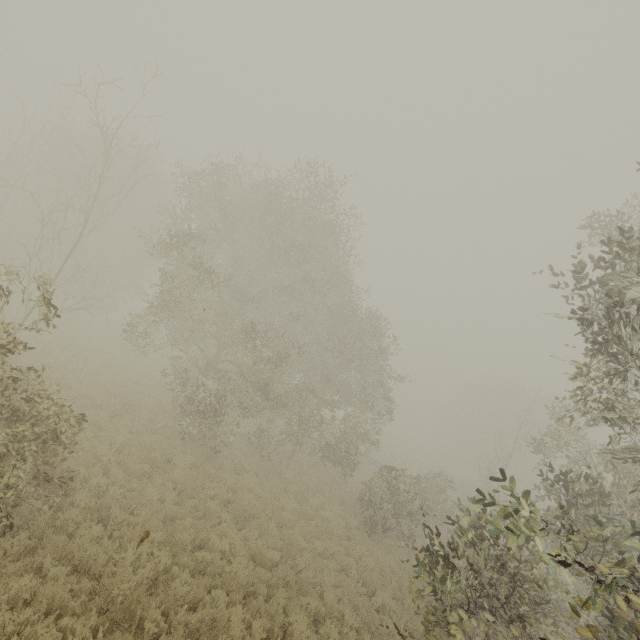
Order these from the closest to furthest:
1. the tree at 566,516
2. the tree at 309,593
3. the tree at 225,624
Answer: the tree at 566,516 < the tree at 225,624 < the tree at 309,593

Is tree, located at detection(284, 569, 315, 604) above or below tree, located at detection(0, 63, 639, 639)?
below

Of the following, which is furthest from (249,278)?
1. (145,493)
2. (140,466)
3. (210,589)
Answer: (210,589)

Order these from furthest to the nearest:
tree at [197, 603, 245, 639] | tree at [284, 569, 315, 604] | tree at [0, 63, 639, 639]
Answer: tree at [284, 569, 315, 604] → tree at [197, 603, 245, 639] → tree at [0, 63, 639, 639]

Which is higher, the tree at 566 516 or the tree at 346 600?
the tree at 566 516

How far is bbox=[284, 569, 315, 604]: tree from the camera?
9.7 meters
